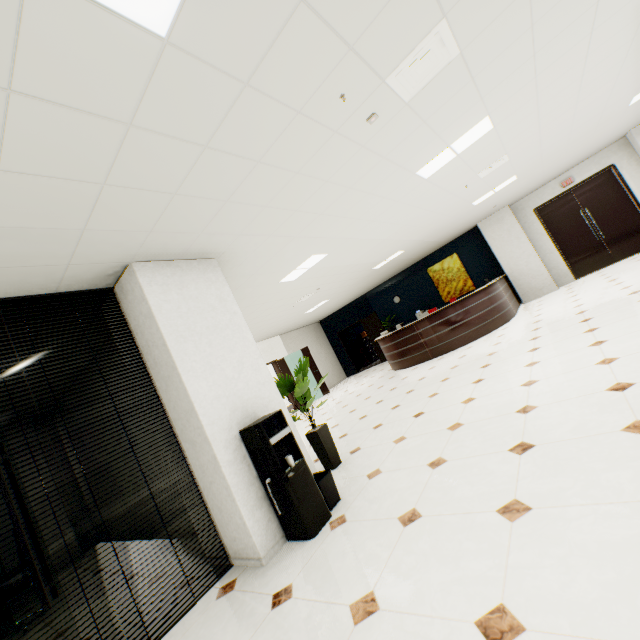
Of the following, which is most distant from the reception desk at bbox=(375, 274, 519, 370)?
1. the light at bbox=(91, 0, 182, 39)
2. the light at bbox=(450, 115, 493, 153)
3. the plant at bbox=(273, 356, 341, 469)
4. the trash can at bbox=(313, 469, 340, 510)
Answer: the light at bbox=(91, 0, 182, 39)

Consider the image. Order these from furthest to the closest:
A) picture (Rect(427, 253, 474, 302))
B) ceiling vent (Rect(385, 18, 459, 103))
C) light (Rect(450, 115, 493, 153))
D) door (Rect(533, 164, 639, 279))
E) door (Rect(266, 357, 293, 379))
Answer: door (Rect(266, 357, 293, 379)) → picture (Rect(427, 253, 474, 302)) → door (Rect(533, 164, 639, 279)) → light (Rect(450, 115, 493, 153)) → ceiling vent (Rect(385, 18, 459, 103))

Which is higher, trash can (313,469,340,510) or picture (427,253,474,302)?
picture (427,253,474,302)

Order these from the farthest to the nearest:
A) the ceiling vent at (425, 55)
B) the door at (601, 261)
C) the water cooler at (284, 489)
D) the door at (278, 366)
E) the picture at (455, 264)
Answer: the door at (278, 366) < the picture at (455, 264) < the door at (601, 261) < the water cooler at (284, 489) < the ceiling vent at (425, 55)

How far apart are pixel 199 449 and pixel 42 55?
2.9 meters

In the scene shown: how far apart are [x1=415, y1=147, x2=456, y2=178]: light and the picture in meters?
7.5 m

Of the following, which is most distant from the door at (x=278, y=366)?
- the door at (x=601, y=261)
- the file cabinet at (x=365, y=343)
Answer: the door at (x=601, y=261)

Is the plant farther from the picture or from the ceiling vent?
the picture
